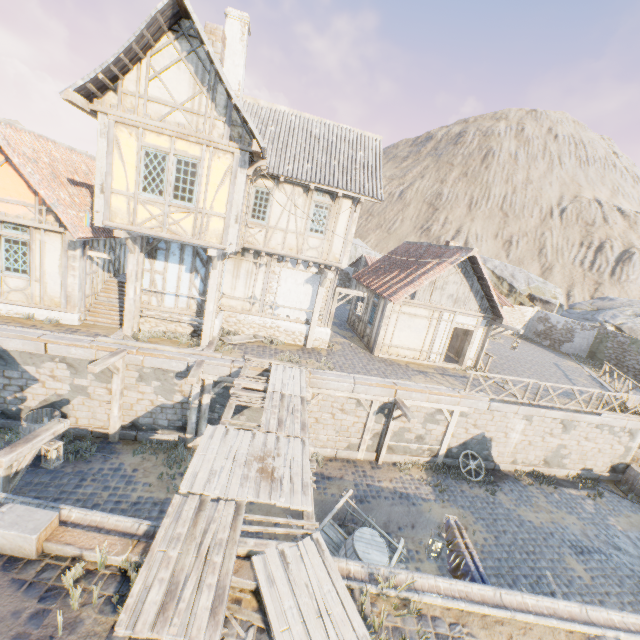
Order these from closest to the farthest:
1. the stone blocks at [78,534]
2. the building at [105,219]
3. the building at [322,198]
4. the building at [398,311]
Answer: the stone blocks at [78,534]
the building at [105,219]
the building at [322,198]
the building at [398,311]

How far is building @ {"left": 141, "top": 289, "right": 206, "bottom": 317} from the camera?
12.4m

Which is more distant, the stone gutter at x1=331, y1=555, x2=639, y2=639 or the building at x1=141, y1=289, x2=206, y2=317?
the building at x1=141, y1=289, x2=206, y2=317

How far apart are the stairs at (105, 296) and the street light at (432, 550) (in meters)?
12.31

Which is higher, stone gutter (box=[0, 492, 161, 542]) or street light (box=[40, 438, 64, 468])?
stone gutter (box=[0, 492, 161, 542])

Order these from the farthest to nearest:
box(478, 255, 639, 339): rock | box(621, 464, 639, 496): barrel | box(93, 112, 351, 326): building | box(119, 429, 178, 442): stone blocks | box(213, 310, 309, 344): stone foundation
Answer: box(478, 255, 639, 339): rock < box(621, 464, 639, 496): barrel < box(213, 310, 309, 344): stone foundation < box(119, 429, 178, 442): stone blocks < box(93, 112, 351, 326): building

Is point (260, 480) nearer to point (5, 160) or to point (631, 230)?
point (5, 160)

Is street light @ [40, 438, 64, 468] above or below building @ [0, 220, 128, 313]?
below
